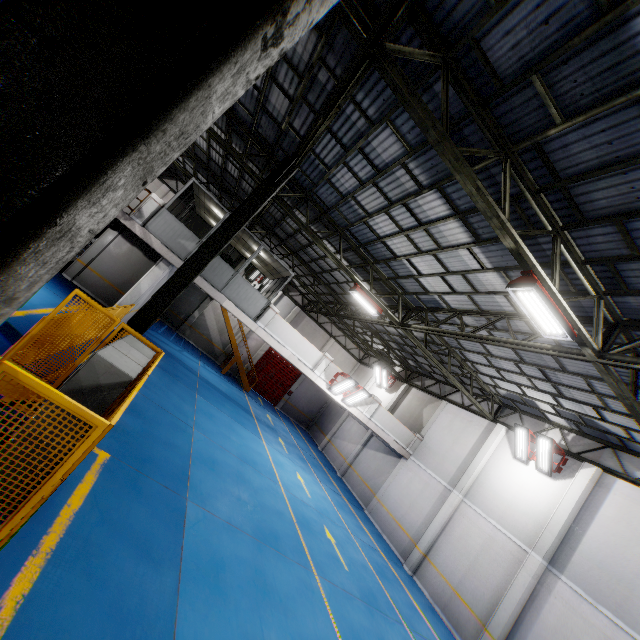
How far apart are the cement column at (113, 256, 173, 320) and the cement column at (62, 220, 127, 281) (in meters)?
4.22

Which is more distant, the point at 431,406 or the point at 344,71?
the point at 431,406

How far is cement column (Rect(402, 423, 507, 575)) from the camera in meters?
14.4

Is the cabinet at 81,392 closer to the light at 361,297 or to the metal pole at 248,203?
the metal pole at 248,203

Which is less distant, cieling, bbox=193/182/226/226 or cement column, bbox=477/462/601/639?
cement column, bbox=477/462/601/639

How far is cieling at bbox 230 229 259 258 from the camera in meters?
15.3

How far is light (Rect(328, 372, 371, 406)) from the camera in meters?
15.9 m

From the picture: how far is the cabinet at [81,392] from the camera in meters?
4.3 m
